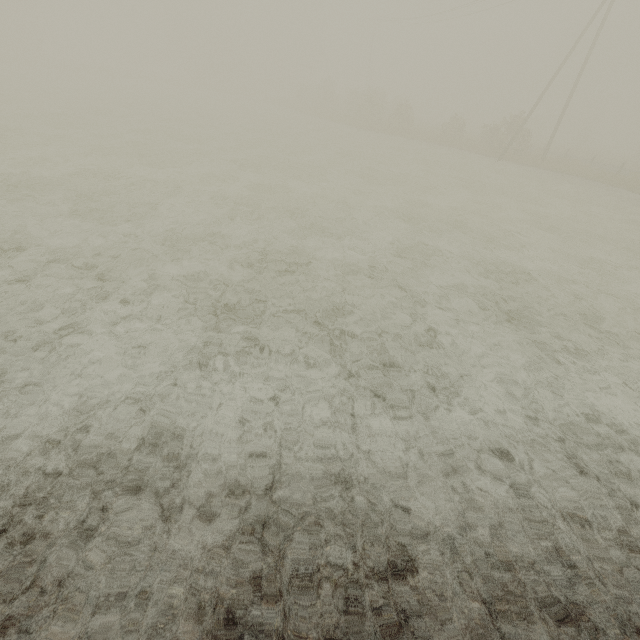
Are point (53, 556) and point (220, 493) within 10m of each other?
yes

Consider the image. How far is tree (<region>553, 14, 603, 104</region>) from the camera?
52.8m

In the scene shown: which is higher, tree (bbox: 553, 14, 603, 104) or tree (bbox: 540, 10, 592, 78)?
tree (bbox: 540, 10, 592, 78)

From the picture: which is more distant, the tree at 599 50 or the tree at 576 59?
the tree at 576 59

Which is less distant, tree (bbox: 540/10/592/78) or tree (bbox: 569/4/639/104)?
tree (bbox: 569/4/639/104)

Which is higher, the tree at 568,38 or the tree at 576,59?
the tree at 568,38
